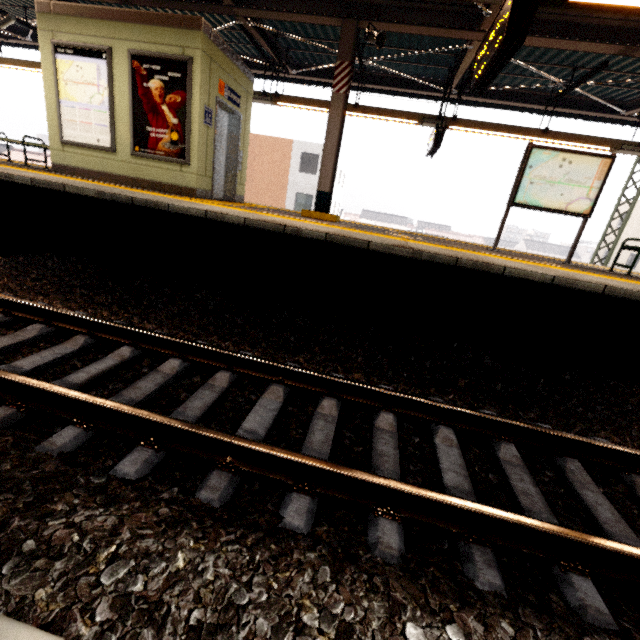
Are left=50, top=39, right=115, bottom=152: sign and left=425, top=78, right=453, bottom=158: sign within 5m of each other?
no

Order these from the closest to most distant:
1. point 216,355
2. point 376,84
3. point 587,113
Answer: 1. point 216,355
2. point 587,113
3. point 376,84

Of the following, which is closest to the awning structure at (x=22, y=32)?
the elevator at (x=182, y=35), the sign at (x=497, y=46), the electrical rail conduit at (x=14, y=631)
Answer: the sign at (x=497, y=46)

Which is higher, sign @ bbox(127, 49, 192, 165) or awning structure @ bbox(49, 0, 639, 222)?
awning structure @ bbox(49, 0, 639, 222)

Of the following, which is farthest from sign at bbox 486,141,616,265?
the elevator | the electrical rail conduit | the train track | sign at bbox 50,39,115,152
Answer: sign at bbox 50,39,115,152

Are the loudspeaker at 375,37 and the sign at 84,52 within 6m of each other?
yes

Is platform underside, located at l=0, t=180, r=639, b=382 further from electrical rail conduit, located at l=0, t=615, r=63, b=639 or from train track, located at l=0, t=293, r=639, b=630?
electrical rail conduit, located at l=0, t=615, r=63, b=639

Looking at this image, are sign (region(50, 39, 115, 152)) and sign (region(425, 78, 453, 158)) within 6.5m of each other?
no
